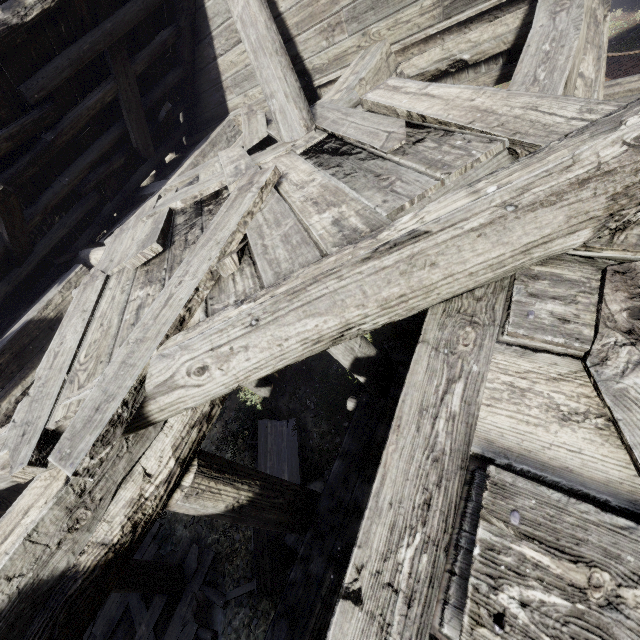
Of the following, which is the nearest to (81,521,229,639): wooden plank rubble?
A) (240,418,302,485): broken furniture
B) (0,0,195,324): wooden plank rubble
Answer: (240,418,302,485): broken furniture

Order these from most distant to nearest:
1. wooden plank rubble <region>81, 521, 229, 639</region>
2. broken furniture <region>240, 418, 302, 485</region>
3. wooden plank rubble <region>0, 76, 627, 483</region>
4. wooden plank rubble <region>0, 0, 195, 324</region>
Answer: broken furniture <region>240, 418, 302, 485</region> → wooden plank rubble <region>81, 521, 229, 639</region> → wooden plank rubble <region>0, 0, 195, 324</region> → wooden plank rubble <region>0, 76, 627, 483</region>

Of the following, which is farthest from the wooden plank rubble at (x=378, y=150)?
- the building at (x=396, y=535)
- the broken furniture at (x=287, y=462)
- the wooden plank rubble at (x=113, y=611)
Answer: the wooden plank rubble at (x=113, y=611)

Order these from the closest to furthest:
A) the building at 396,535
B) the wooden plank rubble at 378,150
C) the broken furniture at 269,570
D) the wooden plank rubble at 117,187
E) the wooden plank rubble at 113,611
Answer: the building at 396,535 < the wooden plank rubble at 378,150 < the wooden plank rubble at 117,187 < the broken furniture at 269,570 < the wooden plank rubble at 113,611

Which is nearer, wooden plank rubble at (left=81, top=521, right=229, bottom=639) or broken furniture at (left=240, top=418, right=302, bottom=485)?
wooden plank rubble at (left=81, top=521, right=229, bottom=639)

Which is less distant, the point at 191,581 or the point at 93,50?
the point at 93,50

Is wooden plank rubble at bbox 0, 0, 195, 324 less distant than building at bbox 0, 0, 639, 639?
No

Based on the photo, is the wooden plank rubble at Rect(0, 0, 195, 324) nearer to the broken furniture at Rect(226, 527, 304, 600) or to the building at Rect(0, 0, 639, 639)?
the building at Rect(0, 0, 639, 639)
